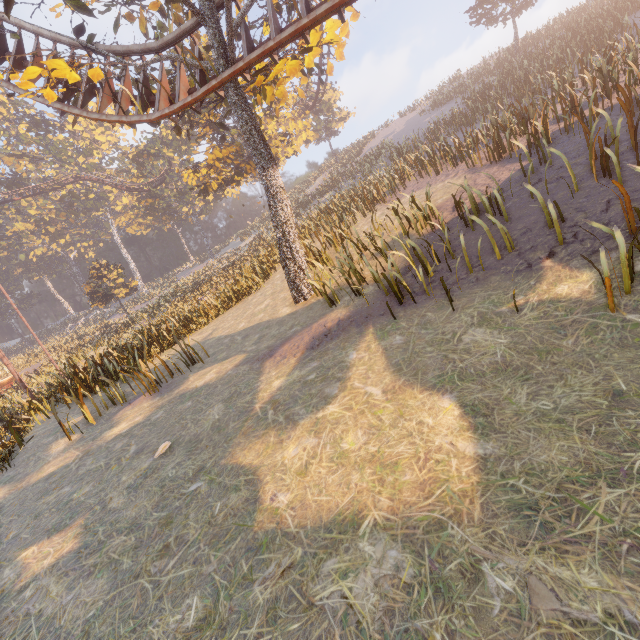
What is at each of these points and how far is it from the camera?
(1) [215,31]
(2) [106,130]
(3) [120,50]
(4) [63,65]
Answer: (1) tree, 8.32m
(2) instancedfoliageactor, 55.78m
(3) roller coaster, 10.23m
(4) tree, 8.73m

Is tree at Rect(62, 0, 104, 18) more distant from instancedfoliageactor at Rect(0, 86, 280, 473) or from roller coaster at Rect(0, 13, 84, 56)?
instancedfoliageactor at Rect(0, 86, 280, 473)

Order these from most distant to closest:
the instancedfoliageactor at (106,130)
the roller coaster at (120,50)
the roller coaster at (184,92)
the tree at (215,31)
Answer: the instancedfoliageactor at (106,130) → the roller coaster at (120,50) → the tree at (215,31) → the roller coaster at (184,92)

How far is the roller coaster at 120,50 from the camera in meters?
9.1 m

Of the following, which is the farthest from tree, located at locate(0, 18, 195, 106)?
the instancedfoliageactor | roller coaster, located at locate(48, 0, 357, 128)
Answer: the instancedfoliageactor

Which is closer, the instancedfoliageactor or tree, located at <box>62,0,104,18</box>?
tree, located at <box>62,0,104,18</box>
